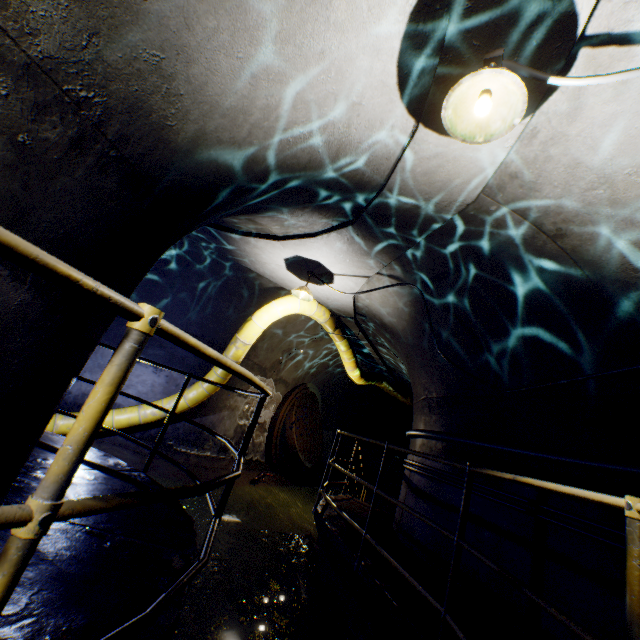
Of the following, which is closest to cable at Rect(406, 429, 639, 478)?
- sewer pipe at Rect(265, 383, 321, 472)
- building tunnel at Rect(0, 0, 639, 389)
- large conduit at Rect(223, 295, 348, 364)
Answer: building tunnel at Rect(0, 0, 639, 389)

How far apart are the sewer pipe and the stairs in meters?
2.8

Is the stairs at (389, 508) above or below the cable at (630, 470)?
below

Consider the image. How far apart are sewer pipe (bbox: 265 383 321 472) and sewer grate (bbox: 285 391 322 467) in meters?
0.0

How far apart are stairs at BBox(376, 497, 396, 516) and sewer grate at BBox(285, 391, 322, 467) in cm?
205

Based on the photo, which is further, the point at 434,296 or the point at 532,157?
the point at 434,296

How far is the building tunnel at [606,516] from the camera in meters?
2.6 m

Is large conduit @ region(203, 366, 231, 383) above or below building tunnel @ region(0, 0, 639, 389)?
below
